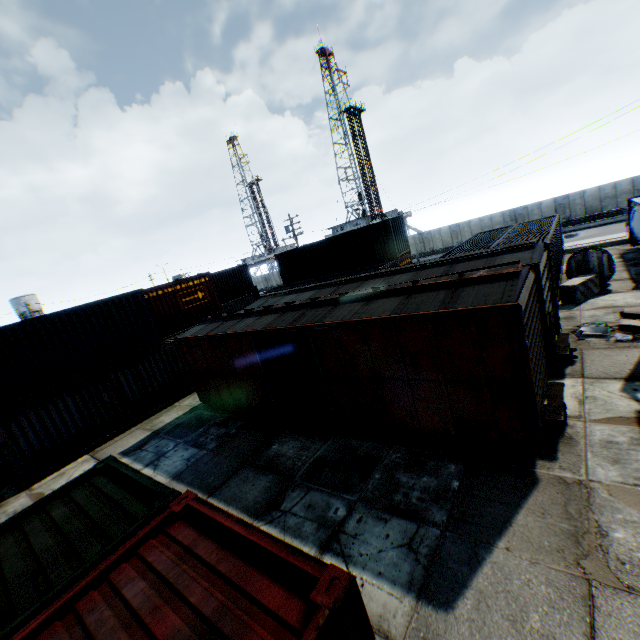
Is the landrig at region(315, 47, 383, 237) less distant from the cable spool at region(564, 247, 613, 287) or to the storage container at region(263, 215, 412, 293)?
the storage container at region(263, 215, 412, 293)

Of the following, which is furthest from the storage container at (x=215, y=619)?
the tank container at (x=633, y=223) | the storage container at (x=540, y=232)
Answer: the tank container at (x=633, y=223)

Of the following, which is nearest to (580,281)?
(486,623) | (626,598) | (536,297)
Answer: (536,297)

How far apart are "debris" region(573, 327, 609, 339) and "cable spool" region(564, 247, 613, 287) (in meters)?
5.63

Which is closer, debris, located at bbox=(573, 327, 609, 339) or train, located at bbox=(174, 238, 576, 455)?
train, located at bbox=(174, 238, 576, 455)

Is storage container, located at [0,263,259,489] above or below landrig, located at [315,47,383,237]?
below

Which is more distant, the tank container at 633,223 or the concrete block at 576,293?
the tank container at 633,223

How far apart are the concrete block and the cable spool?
0.2 meters
